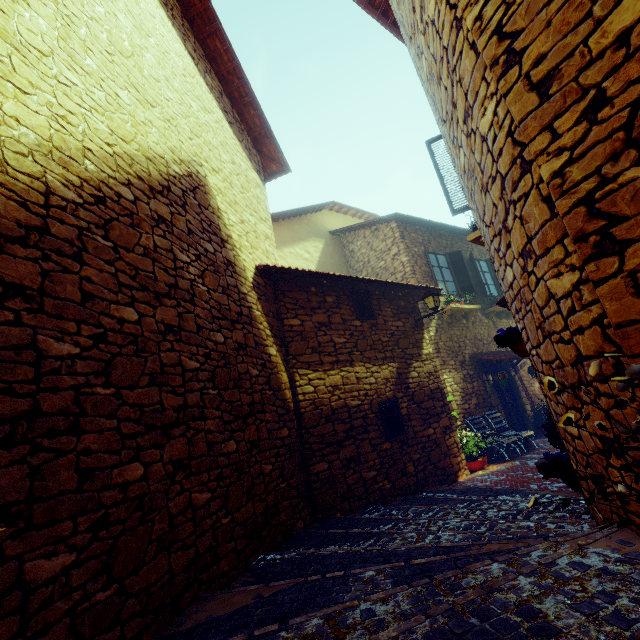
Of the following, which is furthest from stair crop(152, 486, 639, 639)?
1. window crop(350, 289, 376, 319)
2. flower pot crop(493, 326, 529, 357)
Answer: window crop(350, 289, 376, 319)

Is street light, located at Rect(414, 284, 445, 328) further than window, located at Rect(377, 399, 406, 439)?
Yes

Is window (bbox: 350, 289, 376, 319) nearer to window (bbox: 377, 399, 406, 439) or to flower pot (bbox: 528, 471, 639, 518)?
window (bbox: 377, 399, 406, 439)

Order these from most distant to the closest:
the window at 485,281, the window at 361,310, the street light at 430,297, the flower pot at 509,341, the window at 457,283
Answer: the window at 485,281
the window at 457,283
the street light at 430,297
the window at 361,310
the flower pot at 509,341

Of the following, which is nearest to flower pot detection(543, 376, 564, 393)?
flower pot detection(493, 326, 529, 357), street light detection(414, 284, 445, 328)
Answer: flower pot detection(493, 326, 529, 357)

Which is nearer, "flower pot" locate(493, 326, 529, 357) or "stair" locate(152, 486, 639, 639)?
"stair" locate(152, 486, 639, 639)

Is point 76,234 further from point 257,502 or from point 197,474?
point 257,502

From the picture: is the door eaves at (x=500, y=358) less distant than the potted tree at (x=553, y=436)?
No
